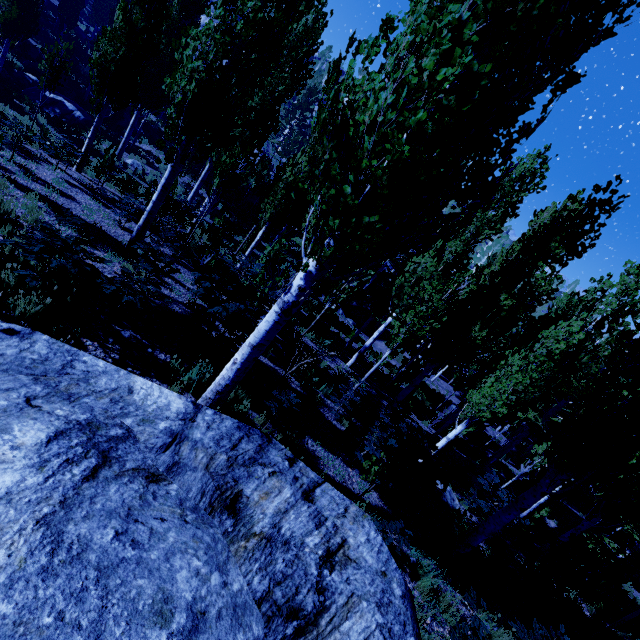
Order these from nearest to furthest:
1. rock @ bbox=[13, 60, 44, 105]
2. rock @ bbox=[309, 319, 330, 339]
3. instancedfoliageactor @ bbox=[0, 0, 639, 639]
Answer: instancedfoliageactor @ bbox=[0, 0, 639, 639], rock @ bbox=[309, 319, 330, 339], rock @ bbox=[13, 60, 44, 105]

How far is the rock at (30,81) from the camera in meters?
18.3

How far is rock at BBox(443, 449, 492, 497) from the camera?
12.01m

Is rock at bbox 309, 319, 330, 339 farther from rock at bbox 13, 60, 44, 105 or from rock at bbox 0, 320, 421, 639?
rock at bbox 13, 60, 44, 105

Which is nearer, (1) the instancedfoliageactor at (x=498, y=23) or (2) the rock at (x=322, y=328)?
(1) the instancedfoliageactor at (x=498, y=23)

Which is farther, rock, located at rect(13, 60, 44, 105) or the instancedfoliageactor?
rock, located at rect(13, 60, 44, 105)

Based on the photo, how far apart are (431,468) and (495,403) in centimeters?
336cm

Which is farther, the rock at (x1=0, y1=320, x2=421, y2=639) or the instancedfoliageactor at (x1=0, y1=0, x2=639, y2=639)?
the instancedfoliageactor at (x1=0, y1=0, x2=639, y2=639)
